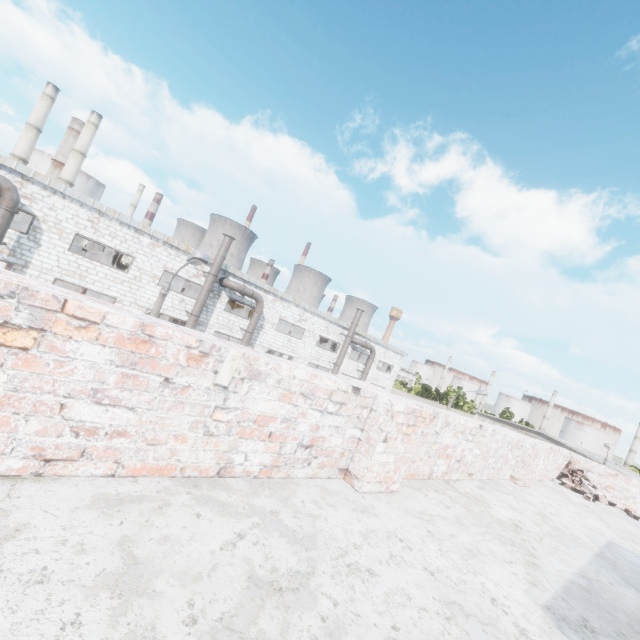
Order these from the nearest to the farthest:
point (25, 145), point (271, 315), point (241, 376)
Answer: point (241, 376)
point (271, 315)
point (25, 145)

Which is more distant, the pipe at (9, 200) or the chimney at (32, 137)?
the chimney at (32, 137)

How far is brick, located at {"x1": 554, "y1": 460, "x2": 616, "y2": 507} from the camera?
7.41m

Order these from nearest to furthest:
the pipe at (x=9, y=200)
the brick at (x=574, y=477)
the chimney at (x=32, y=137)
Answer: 1. the brick at (x=574, y=477)
2. the pipe at (x=9, y=200)
3. the chimney at (x=32, y=137)

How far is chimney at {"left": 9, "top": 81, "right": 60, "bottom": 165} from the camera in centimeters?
5688cm

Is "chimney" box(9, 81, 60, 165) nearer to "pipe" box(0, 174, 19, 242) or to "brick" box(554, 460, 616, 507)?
"pipe" box(0, 174, 19, 242)

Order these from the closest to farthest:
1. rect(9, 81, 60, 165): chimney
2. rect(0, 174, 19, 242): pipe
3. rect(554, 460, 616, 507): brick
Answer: rect(554, 460, 616, 507): brick < rect(0, 174, 19, 242): pipe < rect(9, 81, 60, 165): chimney

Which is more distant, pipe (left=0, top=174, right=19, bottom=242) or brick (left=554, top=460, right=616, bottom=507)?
pipe (left=0, top=174, right=19, bottom=242)
